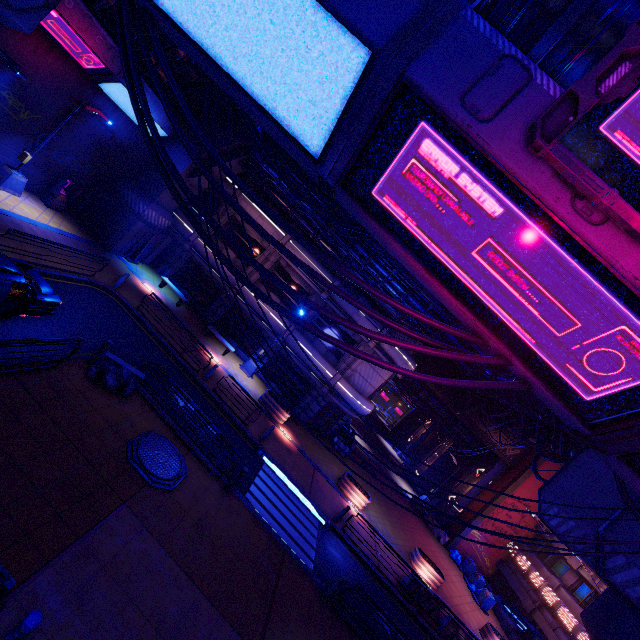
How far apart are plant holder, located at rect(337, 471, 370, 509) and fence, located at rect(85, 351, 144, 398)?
13.98m

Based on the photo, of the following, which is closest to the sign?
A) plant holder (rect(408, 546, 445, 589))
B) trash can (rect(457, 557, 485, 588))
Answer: plant holder (rect(408, 546, 445, 589))

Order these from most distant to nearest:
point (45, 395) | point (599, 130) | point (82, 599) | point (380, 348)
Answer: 1. point (380, 348)
2. point (45, 395)
3. point (82, 599)
4. point (599, 130)

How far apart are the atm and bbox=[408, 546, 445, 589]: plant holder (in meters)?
29.74

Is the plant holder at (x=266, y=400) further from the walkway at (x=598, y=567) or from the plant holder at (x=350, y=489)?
the walkway at (x=598, y=567)

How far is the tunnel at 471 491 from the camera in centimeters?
3056cm

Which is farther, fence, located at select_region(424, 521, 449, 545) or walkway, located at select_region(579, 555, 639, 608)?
fence, located at select_region(424, 521, 449, 545)

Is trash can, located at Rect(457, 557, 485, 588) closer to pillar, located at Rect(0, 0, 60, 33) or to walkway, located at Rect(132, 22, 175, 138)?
walkway, located at Rect(132, 22, 175, 138)
